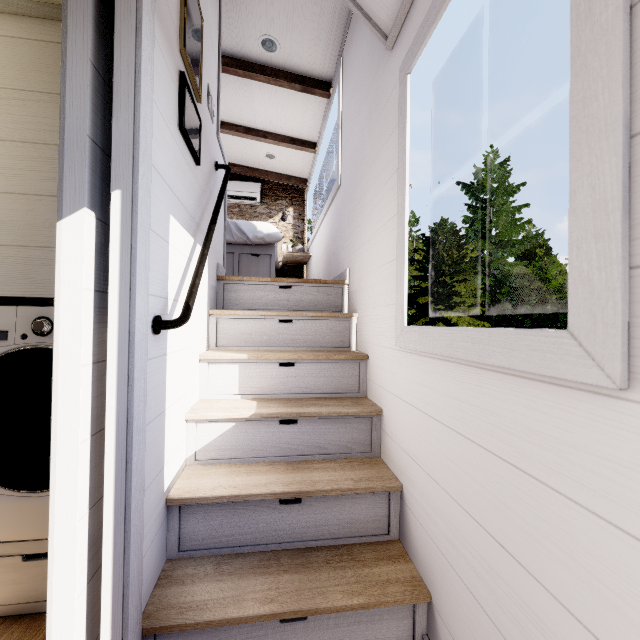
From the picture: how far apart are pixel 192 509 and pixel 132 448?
0.59m

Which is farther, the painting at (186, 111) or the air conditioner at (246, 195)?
the air conditioner at (246, 195)

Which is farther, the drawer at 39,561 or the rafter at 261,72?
the rafter at 261,72

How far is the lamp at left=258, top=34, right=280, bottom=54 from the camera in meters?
2.9

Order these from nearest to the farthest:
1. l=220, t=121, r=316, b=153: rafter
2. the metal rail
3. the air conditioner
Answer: the metal rail < l=220, t=121, r=316, b=153: rafter < the air conditioner

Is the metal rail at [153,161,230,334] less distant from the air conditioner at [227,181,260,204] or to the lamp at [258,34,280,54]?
the lamp at [258,34,280,54]

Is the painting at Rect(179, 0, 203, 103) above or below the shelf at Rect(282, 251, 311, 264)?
above

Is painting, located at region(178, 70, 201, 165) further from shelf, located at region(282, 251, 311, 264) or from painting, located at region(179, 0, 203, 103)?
shelf, located at region(282, 251, 311, 264)
